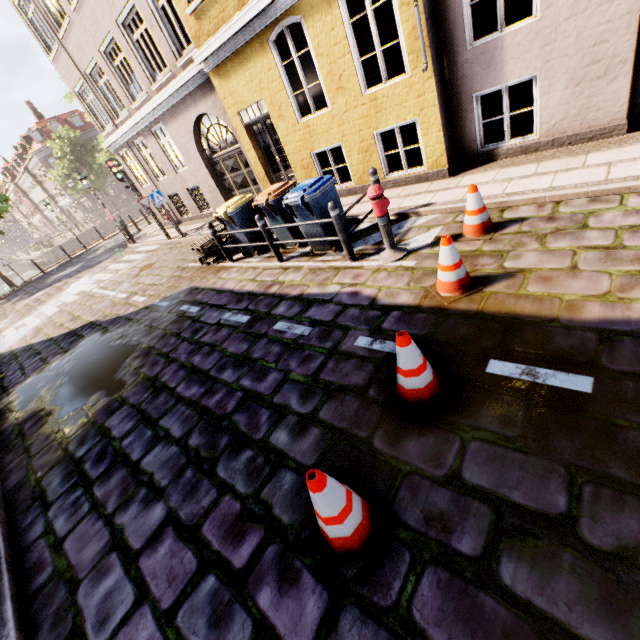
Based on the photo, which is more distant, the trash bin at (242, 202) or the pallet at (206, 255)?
the pallet at (206, 255)

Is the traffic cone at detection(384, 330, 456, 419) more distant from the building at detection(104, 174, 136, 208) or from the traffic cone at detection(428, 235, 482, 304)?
the building at detection(104, 174, 136, 208)

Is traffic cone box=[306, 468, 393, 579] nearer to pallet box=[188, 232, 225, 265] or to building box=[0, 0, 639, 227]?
building box=[0, 0, 639, 227]

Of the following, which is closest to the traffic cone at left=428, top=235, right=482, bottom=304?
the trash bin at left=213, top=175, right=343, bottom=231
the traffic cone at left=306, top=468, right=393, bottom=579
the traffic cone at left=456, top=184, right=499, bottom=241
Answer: the traffic cone at left=456, top=184, right=499, bottom=241

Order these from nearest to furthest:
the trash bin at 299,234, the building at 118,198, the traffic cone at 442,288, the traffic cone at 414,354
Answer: the traffic cone at 414,354 < the traffic cone at 442,288 < the trash bin at 299,234 < the building at 118,198

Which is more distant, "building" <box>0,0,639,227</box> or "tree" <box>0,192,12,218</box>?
"tree" <box>0,192,12,218</box>

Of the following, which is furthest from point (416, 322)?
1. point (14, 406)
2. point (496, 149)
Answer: point (14, 406)

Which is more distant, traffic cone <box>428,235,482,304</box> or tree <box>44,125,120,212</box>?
tree <box>44,125,120,212</box>
